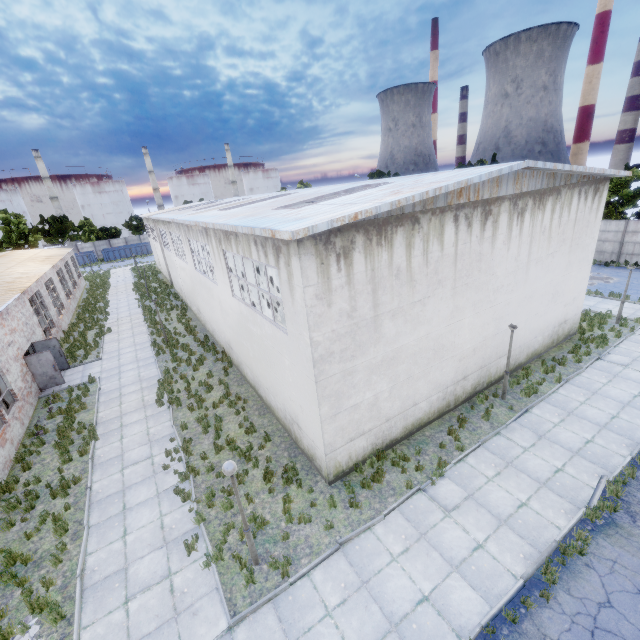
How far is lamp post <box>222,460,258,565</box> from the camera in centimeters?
705cm

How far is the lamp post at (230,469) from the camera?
7.1 meters

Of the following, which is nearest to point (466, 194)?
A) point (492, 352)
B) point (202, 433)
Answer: point (492, 352)
